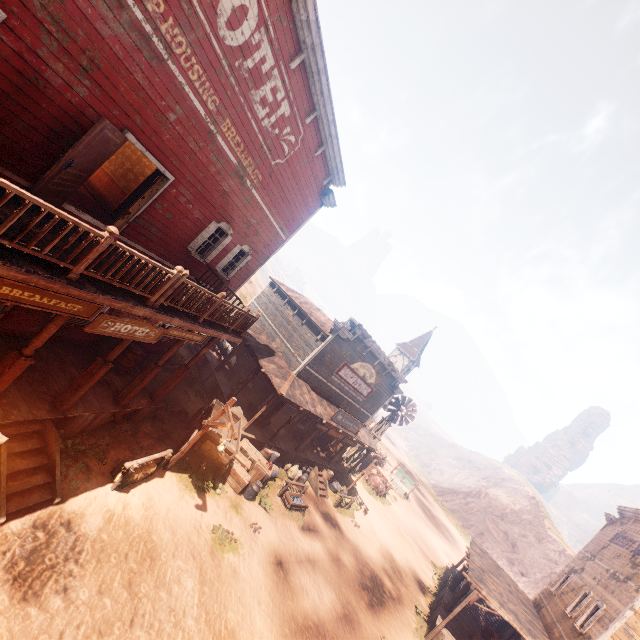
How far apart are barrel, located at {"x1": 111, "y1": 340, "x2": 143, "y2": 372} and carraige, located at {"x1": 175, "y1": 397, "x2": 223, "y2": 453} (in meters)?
3.29

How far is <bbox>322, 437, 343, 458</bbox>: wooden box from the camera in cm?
2248

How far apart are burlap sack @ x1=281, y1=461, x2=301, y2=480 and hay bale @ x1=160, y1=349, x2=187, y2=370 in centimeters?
779cm

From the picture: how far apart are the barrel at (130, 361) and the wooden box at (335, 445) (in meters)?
14.92

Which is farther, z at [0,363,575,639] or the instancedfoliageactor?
the instancedfoliageactor

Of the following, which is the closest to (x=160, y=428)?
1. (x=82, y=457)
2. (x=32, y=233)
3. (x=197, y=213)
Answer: (x=82, y=457)

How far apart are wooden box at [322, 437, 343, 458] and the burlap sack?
4.01m

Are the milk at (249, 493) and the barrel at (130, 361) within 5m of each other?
no
